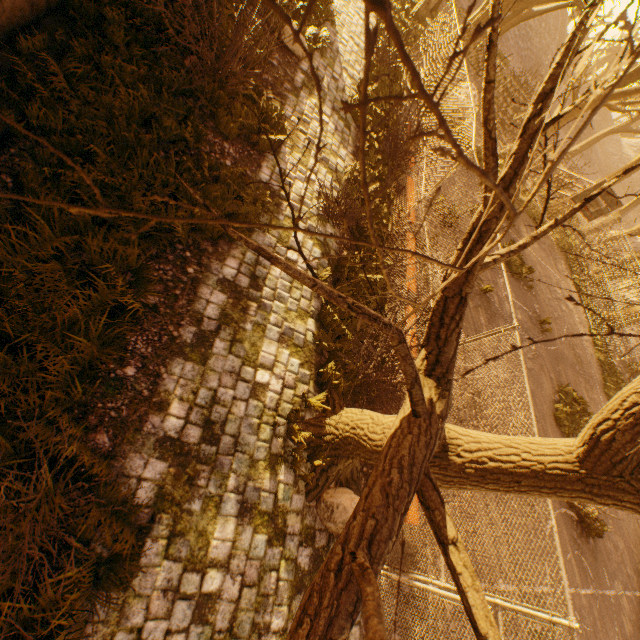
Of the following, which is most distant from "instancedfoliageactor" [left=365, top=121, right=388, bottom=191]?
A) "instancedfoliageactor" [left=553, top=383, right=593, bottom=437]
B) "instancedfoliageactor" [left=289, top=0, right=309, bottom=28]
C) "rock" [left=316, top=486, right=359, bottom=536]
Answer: "instancedfoliageactor" [left=553, top=383, right=593, bottom=437]

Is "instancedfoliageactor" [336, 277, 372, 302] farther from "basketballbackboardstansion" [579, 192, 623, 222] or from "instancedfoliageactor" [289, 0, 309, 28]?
"basketballbackboardstansion" [579, 192, 623, 222]

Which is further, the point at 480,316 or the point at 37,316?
the point at 480,316

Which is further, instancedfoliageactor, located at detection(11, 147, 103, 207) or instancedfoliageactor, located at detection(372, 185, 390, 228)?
instancedfoliageactor, located at detection(372, 185, 390, 228)

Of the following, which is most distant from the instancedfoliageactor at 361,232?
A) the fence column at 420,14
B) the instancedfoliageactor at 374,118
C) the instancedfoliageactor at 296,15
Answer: the fence column at 420,14

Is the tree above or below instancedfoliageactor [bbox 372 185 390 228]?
above

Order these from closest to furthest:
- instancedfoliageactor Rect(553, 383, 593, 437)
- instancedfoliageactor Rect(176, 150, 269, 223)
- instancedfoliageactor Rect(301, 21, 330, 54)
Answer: instancedfoliageactor Rect(176, 150, 269, 223) < instancedfoliageactor Rect(301, 21, 330, 54) < instancedfoliageactor Rect(553, 383, 593, 437)

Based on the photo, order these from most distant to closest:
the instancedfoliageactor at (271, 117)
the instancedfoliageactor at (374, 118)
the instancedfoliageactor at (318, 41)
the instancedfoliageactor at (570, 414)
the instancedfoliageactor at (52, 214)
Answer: the instancedfoliageactor at (570, 414) → the instancedfoliageactor at (374, 118) → the instancedfoliageactor at (318, 41) → the instancedfoliageactor at (271, 117) → the instancedfoliageactor at (52, 214)
